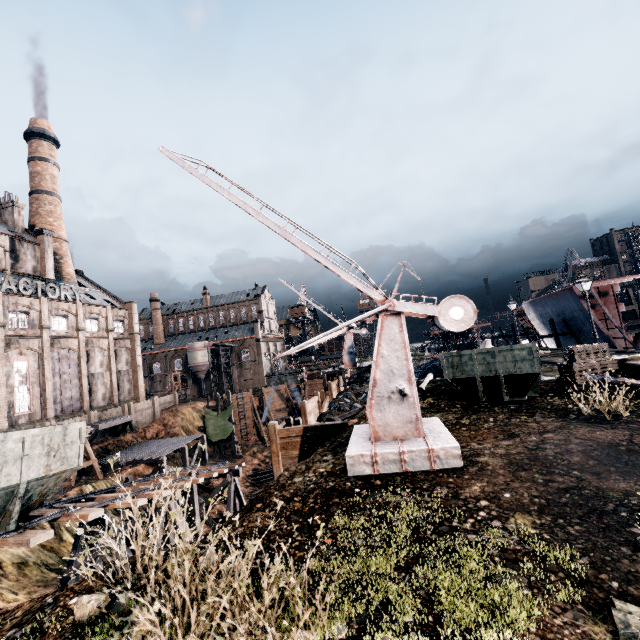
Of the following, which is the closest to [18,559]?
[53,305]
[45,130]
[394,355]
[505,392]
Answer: [394,355]

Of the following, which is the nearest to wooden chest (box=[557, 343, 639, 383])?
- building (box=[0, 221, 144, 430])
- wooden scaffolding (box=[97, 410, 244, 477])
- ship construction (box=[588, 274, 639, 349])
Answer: ship construction (box=[588, 274, 639, 349])

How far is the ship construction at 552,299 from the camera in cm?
3424

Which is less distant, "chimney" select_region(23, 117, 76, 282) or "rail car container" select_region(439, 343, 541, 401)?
"rail car container" select_region(439, 343, 541, 401)

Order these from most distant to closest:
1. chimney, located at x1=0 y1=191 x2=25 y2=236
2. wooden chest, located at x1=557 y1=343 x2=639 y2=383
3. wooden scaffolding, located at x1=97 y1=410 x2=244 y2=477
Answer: chimney, located at x1=0 y1=191 x2=25 y2=236
wooden scaffolding, located at x1=97 y1=410 x2=244 y2=477
wooden chest, located at x1=557 y1=343 x2=639 y2=383

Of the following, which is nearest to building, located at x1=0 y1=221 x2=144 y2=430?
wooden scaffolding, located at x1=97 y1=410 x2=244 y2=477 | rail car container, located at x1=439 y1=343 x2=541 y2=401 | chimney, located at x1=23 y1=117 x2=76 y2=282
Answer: chimney, located at x1=23 y1=117 x2=76 y2=282

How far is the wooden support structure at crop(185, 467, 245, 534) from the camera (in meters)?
19.53

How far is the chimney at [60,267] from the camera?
46.9 meters
